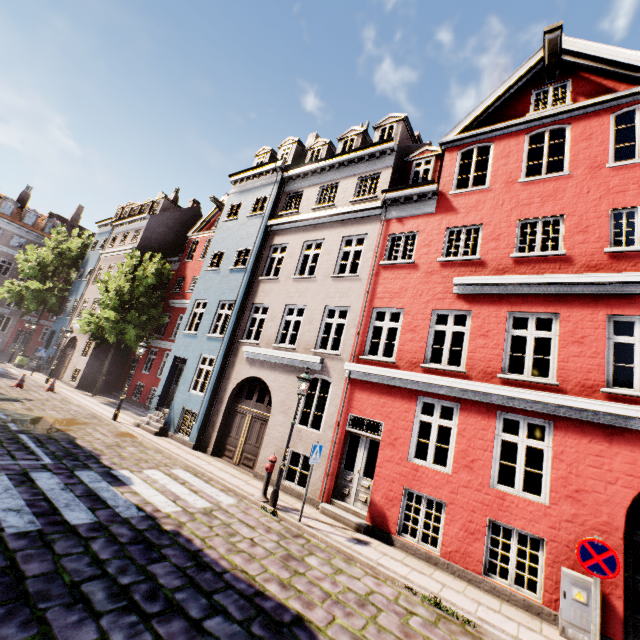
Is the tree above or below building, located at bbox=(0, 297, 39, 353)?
above

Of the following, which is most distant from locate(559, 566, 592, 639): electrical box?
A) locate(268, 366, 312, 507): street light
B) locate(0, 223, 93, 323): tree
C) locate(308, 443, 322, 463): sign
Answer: locate(0, 223, 93, 323): tree

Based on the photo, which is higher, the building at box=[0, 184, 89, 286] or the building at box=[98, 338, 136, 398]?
the building at box=[0, 184, 89, 286]

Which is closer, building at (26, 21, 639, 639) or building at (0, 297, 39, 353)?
building at (26, 21, 639, 639)

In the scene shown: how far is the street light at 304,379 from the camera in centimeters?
876cm

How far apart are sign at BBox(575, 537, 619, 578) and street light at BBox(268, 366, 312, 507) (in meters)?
6.36

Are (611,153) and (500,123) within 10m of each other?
yes

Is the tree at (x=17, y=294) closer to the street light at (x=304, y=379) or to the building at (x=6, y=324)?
the building at (x=6, y=324)
